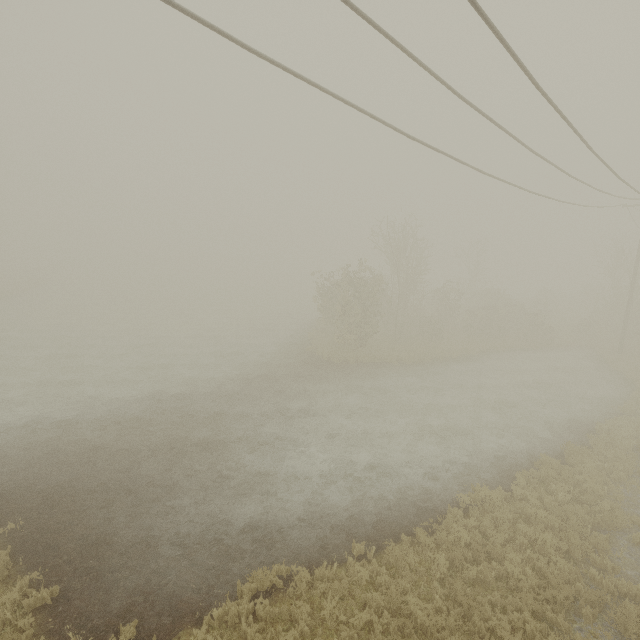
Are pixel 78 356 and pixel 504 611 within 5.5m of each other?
no
